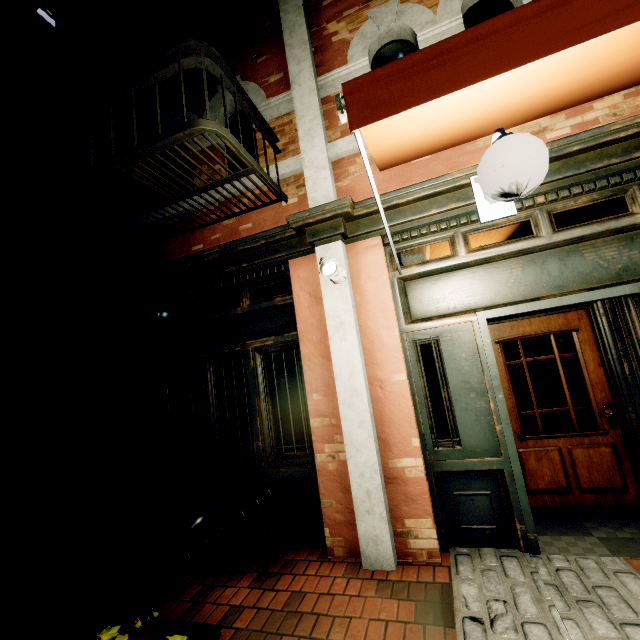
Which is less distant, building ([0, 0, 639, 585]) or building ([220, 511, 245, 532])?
building ([0, 0, 639, 585])

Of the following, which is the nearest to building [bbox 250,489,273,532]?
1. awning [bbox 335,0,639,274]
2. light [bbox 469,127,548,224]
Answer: awning [bbox 335,0,639,274]

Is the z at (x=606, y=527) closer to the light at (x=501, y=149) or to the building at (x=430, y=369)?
the building at (x=430, y=369)

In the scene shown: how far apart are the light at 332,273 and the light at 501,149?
1.2 meters

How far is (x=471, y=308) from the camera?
3.2 meters

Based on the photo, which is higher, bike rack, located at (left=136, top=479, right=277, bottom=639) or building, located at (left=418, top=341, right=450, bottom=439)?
building, located at (left=418, top=341, right=450, bottom=439)

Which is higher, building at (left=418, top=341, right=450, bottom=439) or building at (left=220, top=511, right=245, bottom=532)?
building at (left=418, top=341, right=450, bottom=439)

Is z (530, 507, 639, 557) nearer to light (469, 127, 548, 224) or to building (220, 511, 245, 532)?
building (220, 511, 245, 532)
